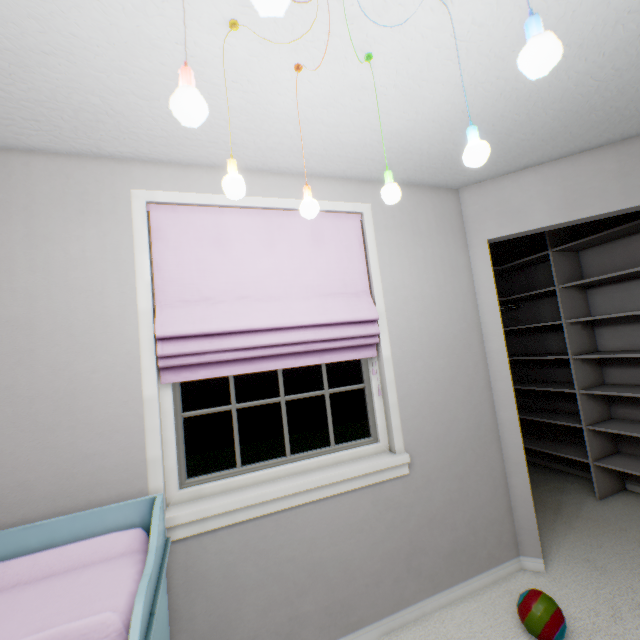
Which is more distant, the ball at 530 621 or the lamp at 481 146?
the ball at 530 621

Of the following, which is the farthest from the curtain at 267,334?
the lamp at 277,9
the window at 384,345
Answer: the lamp at 277,9

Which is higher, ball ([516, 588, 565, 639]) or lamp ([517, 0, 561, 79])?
lamp ([517, 0, 561, 79])

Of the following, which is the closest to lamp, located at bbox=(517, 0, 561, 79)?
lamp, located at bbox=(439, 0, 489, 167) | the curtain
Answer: lamp, located at bbox=(439, 0, 489, 167)

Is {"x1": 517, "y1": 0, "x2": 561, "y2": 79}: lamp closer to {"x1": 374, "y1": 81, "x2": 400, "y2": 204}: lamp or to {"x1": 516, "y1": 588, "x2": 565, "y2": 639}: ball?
{"x1": 374, "y1": 81, "x2": 400, "y2": 204}: lamp

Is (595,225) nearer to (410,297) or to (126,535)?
(410,297)

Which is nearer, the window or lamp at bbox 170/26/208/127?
lamp at bbox 170/26/208/127

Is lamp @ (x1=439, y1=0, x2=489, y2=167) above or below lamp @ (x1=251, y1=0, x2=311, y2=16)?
above
